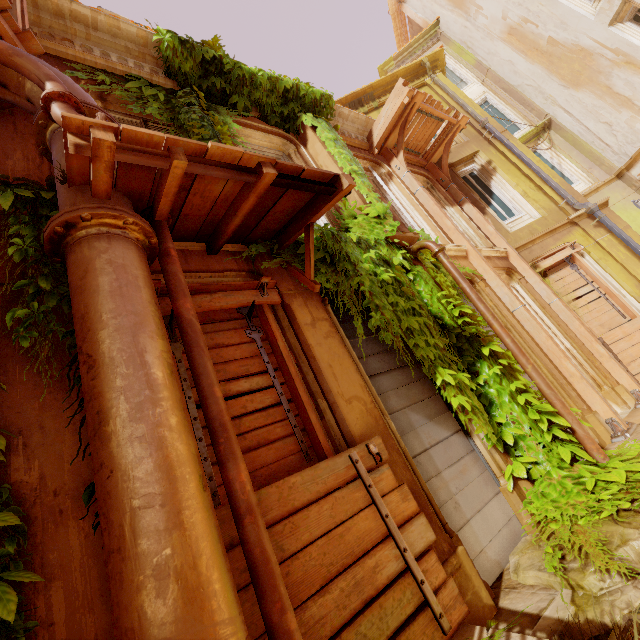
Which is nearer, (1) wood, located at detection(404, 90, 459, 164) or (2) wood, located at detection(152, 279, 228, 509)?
(2) wood, located at detection(152, 279, 228, 509)

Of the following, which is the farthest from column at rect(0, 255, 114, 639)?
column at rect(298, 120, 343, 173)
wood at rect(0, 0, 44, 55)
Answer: column at rect(298, 120, 343, 173)

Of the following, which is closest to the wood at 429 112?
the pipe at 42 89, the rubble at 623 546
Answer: the pipe at 42 89

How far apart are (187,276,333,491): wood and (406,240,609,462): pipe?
2.9m

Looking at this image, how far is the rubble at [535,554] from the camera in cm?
281

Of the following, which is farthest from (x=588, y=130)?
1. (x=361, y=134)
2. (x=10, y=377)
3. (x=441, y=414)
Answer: (x=10, y=377)

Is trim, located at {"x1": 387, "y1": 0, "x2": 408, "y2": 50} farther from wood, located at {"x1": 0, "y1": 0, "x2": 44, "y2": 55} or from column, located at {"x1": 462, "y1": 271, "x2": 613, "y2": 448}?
wood, located at {"x1": 0, "y1": 0, "x2": 44, "y2": 55}

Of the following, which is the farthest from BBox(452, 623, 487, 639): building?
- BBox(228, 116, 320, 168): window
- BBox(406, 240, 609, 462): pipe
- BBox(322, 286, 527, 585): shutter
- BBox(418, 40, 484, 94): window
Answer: BBox(418, 40, 484, 94): window
